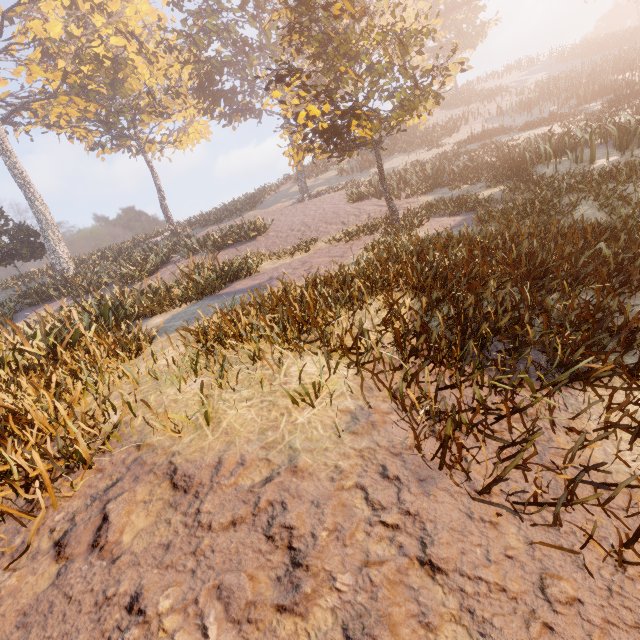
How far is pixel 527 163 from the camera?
11.9m
